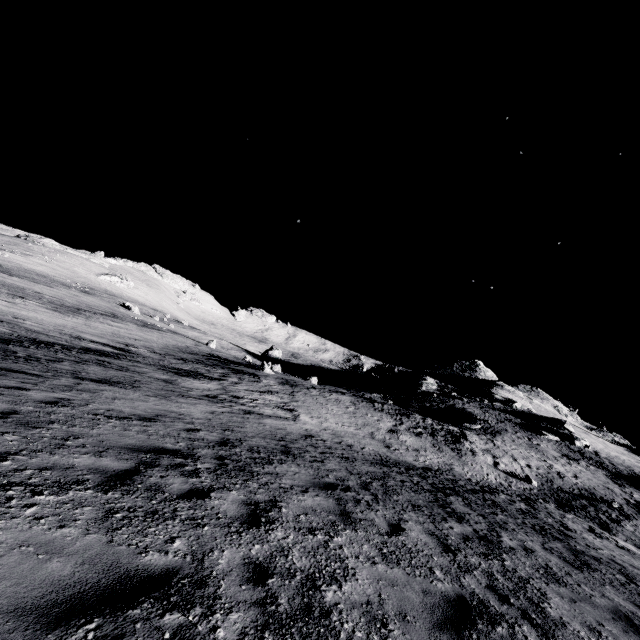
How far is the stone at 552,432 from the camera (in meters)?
40.59

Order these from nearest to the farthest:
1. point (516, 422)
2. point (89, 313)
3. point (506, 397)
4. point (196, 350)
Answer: point (89, 313), point (196, 350), point (516, 422), point (506, 397)

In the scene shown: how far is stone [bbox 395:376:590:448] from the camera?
40.59m
